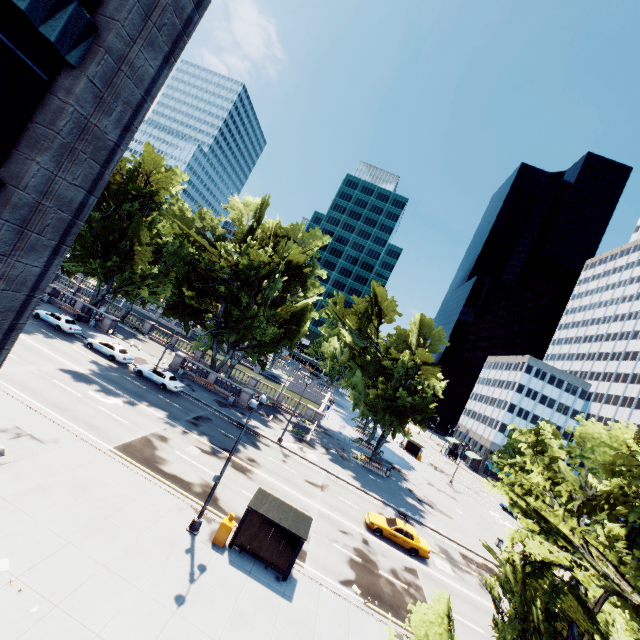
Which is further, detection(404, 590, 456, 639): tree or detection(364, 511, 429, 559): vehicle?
detection(364, 511, 429, 559): vehicle

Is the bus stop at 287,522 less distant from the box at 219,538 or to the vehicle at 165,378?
the box at 219,538

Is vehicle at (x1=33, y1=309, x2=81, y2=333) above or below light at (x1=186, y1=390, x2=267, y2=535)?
above

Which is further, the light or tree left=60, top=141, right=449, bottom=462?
tree left=60, top=141, right=449, bottom=462

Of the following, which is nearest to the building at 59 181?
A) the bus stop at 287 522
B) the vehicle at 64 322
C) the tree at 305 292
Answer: the tree at 305 292

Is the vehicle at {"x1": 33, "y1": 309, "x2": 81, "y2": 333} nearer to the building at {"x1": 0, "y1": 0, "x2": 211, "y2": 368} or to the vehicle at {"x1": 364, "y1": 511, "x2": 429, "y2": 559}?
the building at {"x1": 0, "y1": 0, "x2": 211, "y2": 368}

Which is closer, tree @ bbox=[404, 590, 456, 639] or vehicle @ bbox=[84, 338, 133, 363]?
tree @ bbox=[404, 590, 456, 639]

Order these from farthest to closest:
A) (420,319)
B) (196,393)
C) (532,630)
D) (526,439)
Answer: (420,319)
(196,393)
(526,439)
(532,630)
